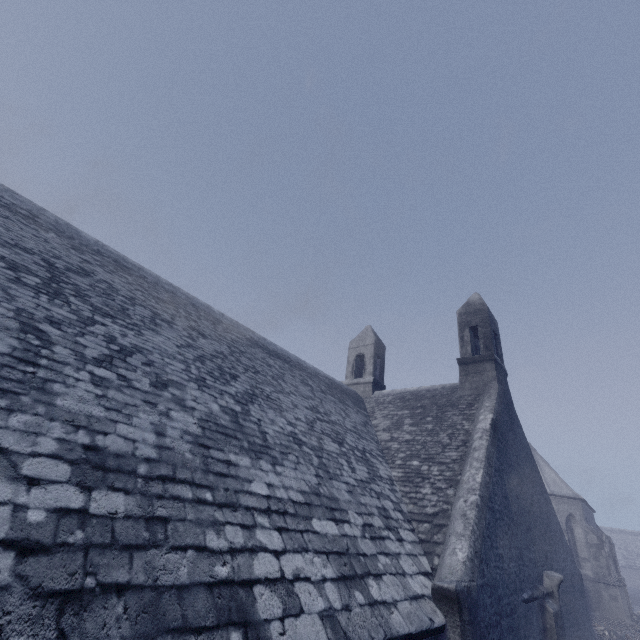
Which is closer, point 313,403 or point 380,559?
point 380,559
